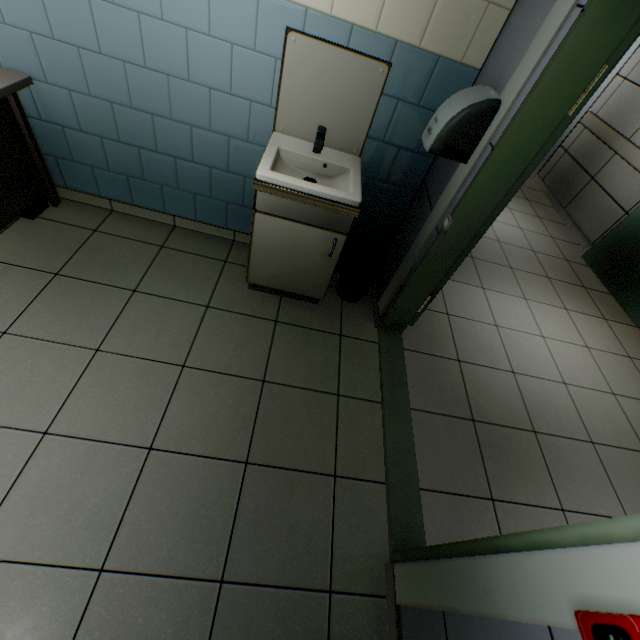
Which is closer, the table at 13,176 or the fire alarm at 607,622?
the fire alarm at 607,622

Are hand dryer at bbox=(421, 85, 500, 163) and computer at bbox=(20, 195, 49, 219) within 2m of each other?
no

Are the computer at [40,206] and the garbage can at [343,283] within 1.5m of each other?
no

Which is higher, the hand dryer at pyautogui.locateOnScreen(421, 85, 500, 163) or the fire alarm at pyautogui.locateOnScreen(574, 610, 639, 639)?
the hand dryer at pyautogui.locateOnScreen(421, 85, 500, 163)

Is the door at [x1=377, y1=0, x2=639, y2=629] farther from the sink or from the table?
the table

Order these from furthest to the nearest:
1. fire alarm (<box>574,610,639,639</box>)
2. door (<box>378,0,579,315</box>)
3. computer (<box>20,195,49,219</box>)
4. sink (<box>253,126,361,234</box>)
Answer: computer (<box>20,195,49,219</box>), sink (<box>253,126,361,234</box>), door (<box>378,0,579,315</box>), fire alarm (<box>574,610,639,639</box>)

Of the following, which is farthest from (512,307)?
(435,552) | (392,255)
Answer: (435,552)

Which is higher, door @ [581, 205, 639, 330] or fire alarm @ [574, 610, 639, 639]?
fire alarm @ [574, 610, 639, 639]
